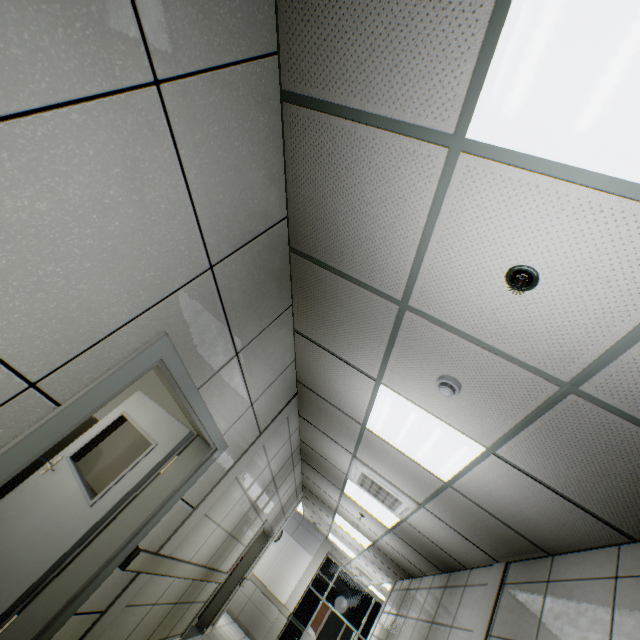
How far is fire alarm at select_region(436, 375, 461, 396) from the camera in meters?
2.2 m

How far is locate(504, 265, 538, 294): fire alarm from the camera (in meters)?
1.48

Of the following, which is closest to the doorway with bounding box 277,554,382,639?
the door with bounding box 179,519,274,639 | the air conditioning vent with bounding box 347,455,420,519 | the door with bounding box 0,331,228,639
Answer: the door with bounding box 179,519,274,639

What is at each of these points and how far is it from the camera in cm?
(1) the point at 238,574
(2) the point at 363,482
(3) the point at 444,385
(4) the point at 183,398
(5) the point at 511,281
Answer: (1) door, 713
(2) air conditioning vent, 468
(3) fire alarm, 224
(4) door, 230
(5) fire alarm, 149

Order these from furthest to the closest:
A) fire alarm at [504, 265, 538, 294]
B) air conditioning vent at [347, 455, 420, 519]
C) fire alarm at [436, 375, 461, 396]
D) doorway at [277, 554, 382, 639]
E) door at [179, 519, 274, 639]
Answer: doorway at [277, 554, 382, 639]
door at [179, 519, 274, 639]
air conditioning vent at [347, 455, 420, 519]
fire alarm at [436, 375, 461, 396]
fire alarm at [504, 265, 538, 294]

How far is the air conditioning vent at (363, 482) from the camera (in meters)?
4.13

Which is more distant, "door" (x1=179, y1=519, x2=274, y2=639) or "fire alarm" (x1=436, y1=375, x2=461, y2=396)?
"door" (x1=179, y1=519, x2=274, y2=639)

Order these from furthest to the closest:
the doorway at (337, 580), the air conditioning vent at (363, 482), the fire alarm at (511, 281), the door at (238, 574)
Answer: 1. the doorway at (337, 580)
2. the door at (238, 574)
3. the air conditioning vent at (363, 482)
4. the fire alarm at (511, 281)
